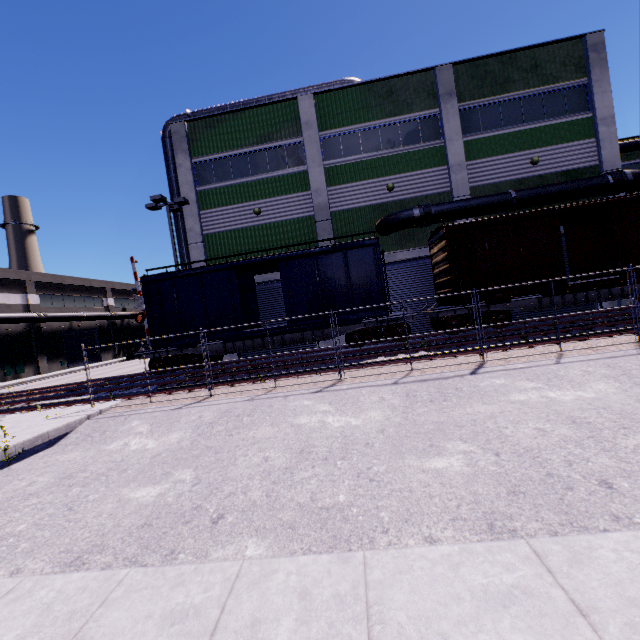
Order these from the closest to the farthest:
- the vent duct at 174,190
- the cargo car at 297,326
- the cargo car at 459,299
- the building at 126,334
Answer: the cargo car at 459,299, the cargo car at 297,326, the vent duct at 174,190, the building at 126,334

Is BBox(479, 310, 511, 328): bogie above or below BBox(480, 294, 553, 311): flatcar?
below

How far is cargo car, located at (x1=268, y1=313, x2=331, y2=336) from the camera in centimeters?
1412cm

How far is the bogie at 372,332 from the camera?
14.1 meters

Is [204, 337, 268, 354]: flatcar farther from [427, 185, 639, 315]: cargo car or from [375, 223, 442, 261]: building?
[375, 223, 442, 261]: building

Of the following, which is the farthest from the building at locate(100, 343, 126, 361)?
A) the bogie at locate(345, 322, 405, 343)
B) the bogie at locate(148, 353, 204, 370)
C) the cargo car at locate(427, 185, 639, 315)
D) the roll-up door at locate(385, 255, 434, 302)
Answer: the bogie at locate(345, 322, 405, 343)

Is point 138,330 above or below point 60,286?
below

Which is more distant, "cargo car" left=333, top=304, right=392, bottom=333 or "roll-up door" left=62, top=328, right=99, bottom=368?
"roll-up door" left=62, top=328, right=99, bottom=368
